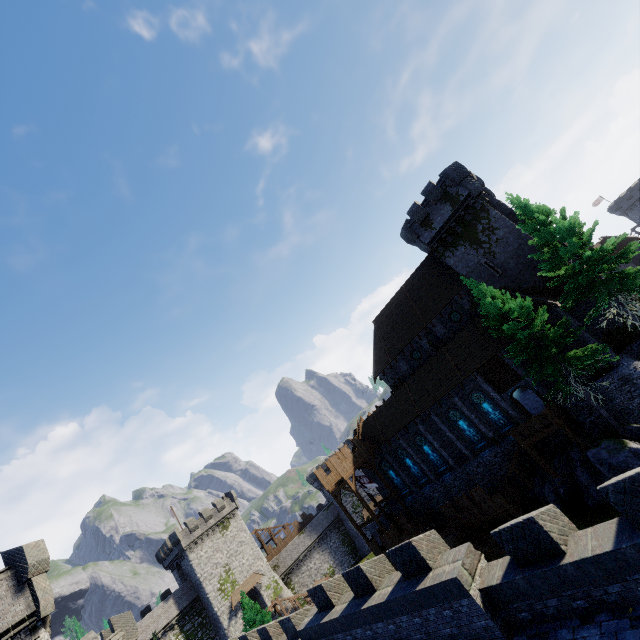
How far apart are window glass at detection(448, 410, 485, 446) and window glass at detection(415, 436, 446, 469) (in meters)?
3.49

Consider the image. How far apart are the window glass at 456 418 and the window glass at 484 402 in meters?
1.5

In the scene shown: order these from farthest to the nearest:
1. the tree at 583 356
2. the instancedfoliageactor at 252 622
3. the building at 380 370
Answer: the instancedfoliageactor at 252 622, the building at 380 370, the tree at 583 356

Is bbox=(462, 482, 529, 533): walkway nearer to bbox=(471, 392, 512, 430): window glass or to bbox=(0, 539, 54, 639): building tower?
bbox=(471, 392, 512, 430): window glass

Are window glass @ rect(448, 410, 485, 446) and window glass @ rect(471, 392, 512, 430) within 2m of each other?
yes

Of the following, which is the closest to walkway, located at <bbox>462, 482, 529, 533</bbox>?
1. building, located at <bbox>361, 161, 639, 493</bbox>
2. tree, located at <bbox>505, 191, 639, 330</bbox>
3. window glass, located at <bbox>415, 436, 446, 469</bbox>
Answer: building, located at <bbox>361, 161, 639, 493</bbox>

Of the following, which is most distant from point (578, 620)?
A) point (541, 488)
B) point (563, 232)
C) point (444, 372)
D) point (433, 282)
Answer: point (433, 282)

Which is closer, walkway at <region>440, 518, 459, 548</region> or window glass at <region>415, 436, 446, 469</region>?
walkway at <region>440, 518, 459, 548</region>
